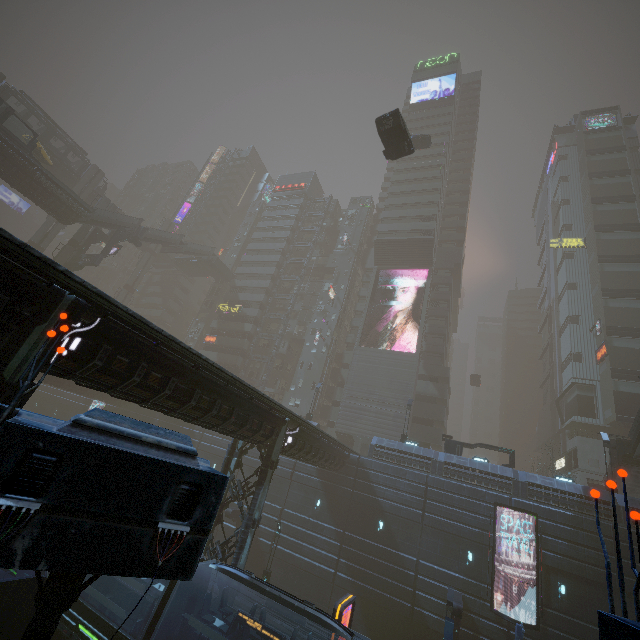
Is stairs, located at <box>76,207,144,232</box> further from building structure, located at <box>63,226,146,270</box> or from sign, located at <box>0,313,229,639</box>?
sign, located at <box>0,313,229,639</box>

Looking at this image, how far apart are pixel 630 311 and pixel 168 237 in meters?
66.8 m

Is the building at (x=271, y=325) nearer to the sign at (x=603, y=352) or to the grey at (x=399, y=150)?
the sign at (x=603, y=352)

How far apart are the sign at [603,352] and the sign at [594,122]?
43.55m

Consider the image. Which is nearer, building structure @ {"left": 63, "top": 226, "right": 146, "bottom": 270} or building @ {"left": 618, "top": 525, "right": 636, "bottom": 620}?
building @ {"left": 618, "top": 525, "right": 636, "bottom": 620}

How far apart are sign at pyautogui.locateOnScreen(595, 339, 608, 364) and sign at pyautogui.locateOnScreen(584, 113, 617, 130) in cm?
4355

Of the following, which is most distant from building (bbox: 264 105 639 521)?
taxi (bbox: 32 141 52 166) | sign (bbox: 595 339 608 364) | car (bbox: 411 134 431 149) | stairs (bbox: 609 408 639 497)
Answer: car (bbox: 411 134 431 149)

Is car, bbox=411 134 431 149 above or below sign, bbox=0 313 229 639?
above
